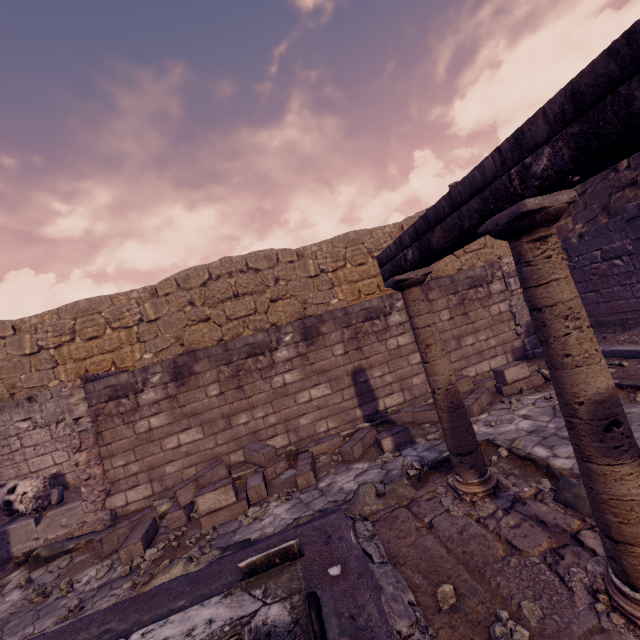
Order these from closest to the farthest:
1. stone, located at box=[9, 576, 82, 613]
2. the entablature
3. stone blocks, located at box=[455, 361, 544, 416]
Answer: the entablature < stone, located at box=[9, 576, 82, 613] < stone blocks, located at box=[455, 361, 544, 416]

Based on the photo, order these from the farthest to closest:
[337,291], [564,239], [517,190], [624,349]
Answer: [337,291] < [564,239] < [624,349] < [517,190]

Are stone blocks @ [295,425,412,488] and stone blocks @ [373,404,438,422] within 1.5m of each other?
yes

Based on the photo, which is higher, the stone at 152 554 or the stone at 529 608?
the stone at 529 608

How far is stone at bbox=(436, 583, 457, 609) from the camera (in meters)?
2.24

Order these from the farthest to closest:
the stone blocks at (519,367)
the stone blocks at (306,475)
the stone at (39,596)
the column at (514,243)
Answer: the stone blocks at (519,367)
the stone blocks at (306,475)
the stone at (39,596)
the column at (514,243)

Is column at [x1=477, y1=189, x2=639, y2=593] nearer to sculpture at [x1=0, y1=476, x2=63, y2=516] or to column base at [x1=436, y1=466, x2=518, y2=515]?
column base at [x1=436, y1=466, x2=518, y2=515]

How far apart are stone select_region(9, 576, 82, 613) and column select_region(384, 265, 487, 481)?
4.8m
